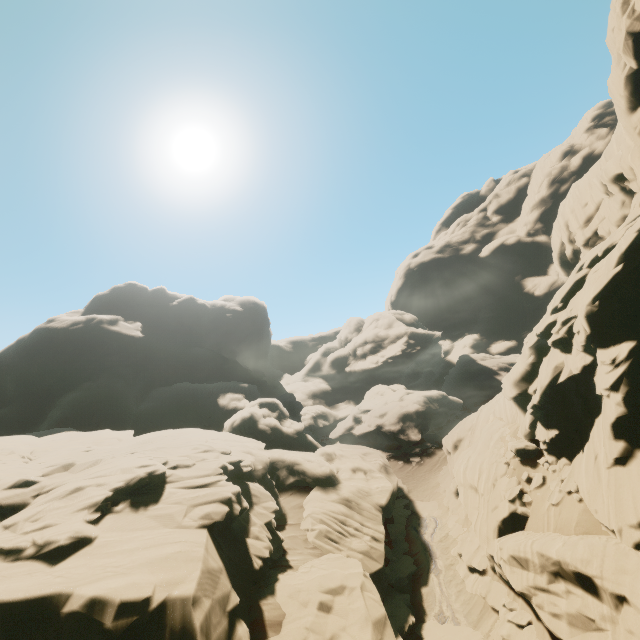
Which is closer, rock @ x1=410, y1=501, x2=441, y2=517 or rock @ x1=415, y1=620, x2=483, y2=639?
rock @ x1=415, y1=620, x2=483, y2=639

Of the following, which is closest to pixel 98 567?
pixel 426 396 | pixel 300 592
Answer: pixel 300 592

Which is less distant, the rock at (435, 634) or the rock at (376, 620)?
the rock at (376, 620)

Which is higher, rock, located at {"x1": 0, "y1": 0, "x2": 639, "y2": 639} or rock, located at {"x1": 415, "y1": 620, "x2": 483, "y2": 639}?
rock, located at {"x1": 0, "y1": 0, "x2": 639, "y2": 639}

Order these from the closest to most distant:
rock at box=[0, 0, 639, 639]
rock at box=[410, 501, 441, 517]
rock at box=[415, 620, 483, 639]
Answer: rock at box=[0, 0, 639, 639] < rock at box=[415, 620, 483, 639] < rock at box=[410, 501, 441, 517]

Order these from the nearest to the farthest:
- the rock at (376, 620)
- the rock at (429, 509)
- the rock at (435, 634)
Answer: the rock at (376, 620) < the rock at (435, 634) < the rock at (429, 509)

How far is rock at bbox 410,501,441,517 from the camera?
26.1 meters
